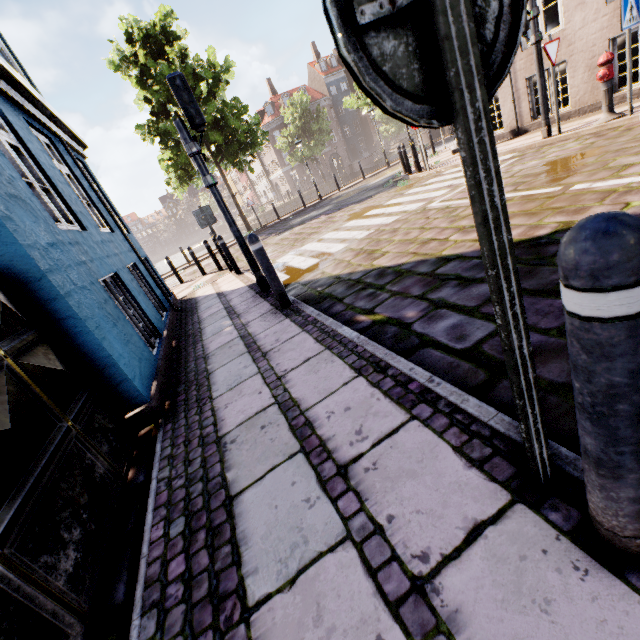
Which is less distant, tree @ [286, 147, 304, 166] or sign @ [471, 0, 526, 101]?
sign @ [471, 0, 526, 101]

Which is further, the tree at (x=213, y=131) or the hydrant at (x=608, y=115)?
the tree at (x=213, y=131)

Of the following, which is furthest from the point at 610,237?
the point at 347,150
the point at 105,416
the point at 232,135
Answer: the point at 347,150

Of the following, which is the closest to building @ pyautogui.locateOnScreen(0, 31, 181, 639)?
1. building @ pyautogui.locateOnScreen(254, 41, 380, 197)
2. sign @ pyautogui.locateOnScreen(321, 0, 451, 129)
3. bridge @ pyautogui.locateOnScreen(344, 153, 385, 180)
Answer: sign @ pyautogui.locateOnScreen(321, 0, 451, 129)

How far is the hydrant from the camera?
6.2m

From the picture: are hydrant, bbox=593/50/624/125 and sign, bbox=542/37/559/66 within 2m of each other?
yes

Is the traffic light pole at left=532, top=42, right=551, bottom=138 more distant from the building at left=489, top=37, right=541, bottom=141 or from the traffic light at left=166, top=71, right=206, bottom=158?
the traffic light at left=166, top=71, right=206, bottom=158

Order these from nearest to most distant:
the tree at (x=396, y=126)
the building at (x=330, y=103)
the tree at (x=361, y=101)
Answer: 1. the tree at (x=361, y=101)
2. the tree at (x=396, y=126)
3. the building at (x=330, y=103)
